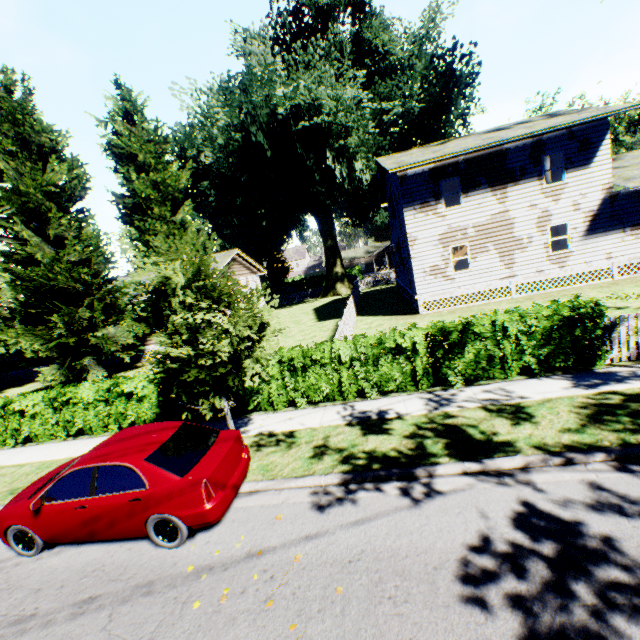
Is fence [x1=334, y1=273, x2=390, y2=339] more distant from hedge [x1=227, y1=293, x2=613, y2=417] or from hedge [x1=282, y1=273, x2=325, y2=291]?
hedge [x1=282, y1=273, x2=325, y2=291]

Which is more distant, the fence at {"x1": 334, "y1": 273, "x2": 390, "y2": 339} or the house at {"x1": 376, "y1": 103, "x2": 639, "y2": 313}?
the house at {"x1": 376, "y1": 103, "x2": 639, "y2": 313}

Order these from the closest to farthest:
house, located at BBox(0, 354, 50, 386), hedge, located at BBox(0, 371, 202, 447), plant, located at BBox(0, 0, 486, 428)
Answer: plant, located at BBox(0, 0, 486, 428), hedge, located at BBox(0, 371, 202, 447), house, located at BBox(0, 354, 50, 386)

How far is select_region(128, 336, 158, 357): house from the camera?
22.9 meters

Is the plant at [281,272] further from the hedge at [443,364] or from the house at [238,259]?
the hedge at [443,364]

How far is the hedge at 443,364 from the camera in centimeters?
819cm

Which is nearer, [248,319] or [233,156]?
[248,319]

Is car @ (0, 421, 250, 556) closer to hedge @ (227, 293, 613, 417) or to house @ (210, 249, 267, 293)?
hedge @ (227, 293, 613, 417)
